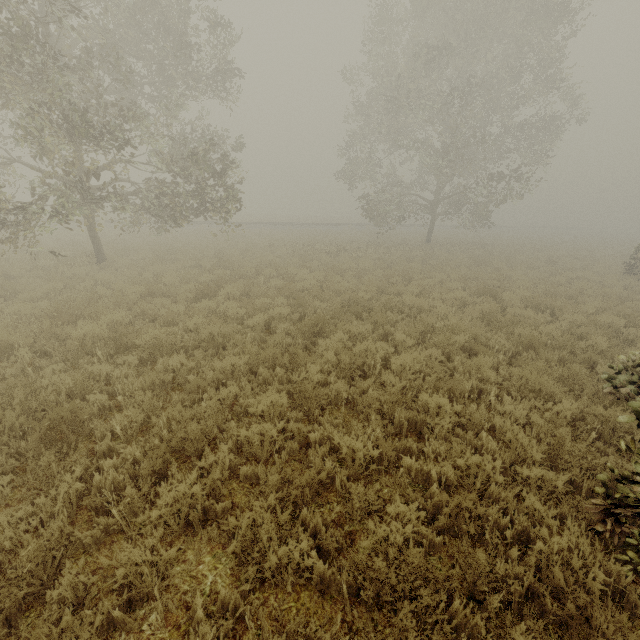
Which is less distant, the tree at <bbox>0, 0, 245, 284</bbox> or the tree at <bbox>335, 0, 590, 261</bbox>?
the tree at <bbox>0, 0, 245, 284</bbox>

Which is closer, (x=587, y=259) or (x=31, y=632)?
(x=31, y=632)

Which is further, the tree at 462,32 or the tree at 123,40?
the tree at 462,32
